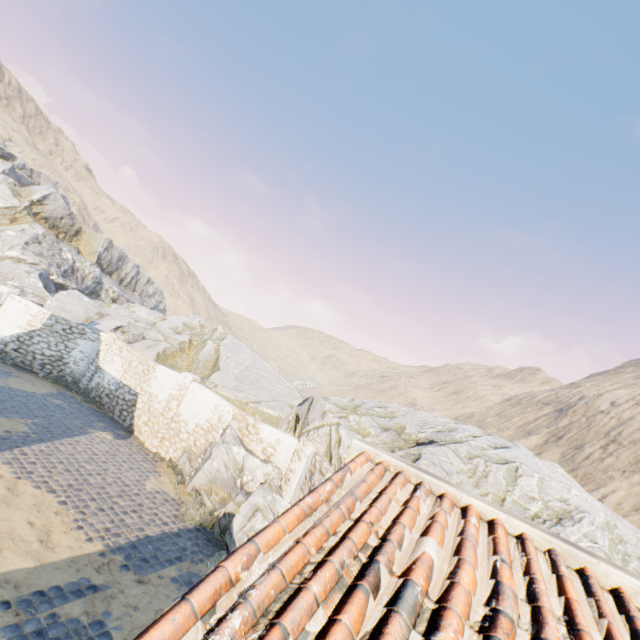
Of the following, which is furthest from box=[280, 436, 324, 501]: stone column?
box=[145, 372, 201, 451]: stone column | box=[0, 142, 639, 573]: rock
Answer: box=[145, 372, 201, 451]: stone column

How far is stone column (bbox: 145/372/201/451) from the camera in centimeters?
1292cm

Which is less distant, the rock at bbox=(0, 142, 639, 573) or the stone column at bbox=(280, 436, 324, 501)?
the stone column at bbox=(280, 436, 324, 501)

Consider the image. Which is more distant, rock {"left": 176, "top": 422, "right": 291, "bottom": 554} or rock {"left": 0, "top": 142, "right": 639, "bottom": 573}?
rock {"left": 0, "top": 142, "right": 639, "bottom": 573}

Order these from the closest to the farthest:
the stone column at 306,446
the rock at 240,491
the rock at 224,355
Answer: the rock at 240,491 → the stone column at 306,446 → the rock at 224,355

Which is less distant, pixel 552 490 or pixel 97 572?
pixel 97 572

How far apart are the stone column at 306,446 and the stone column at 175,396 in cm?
562

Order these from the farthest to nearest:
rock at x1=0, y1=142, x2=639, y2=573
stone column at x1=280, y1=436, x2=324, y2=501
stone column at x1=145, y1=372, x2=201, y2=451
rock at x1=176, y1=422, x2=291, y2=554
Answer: stone column at x1=145, y1=372, x2=201, y2=451
rock at x1=0, y1=142, x2=639, y2=573
stone column at x1=280, y1=436, x2=324, y2=501
rock at x1=176, y1=422, x2=291, y2=554
